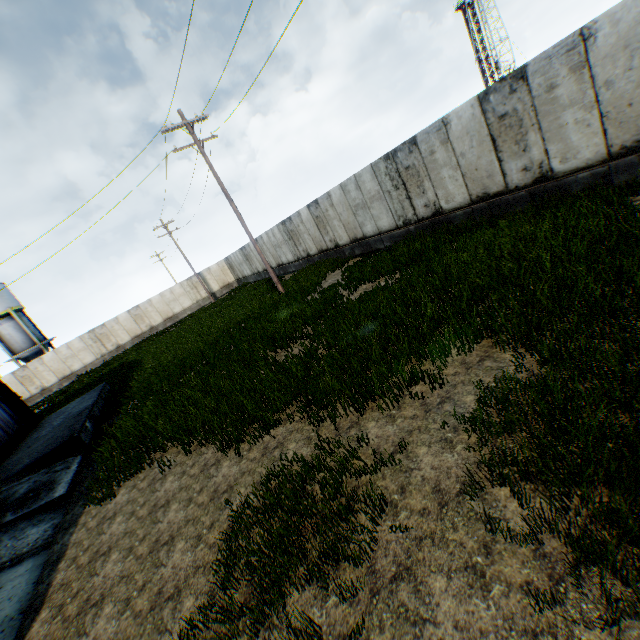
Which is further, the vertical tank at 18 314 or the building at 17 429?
the vertical tank at 18 314

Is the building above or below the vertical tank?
below

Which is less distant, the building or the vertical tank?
the building

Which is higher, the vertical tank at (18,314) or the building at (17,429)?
the vertical tank at (18,314)

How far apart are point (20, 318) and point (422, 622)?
46.5 meters
